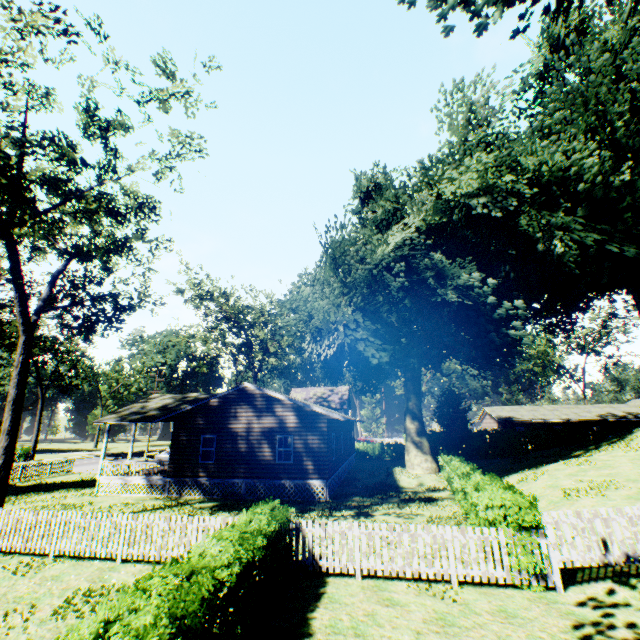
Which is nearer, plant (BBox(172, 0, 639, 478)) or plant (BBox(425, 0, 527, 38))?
plant (BBox(425, 0, 527, 38))

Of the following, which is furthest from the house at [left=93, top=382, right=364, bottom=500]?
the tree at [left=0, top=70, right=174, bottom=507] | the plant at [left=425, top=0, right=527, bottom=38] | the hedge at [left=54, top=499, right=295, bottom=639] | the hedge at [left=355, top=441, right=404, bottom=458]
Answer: the hedge at [left=54, top=499, right=295, bottom=639]

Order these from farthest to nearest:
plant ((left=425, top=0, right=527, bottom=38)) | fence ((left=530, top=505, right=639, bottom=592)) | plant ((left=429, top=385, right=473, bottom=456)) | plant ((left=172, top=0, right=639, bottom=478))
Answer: plant ((left=429, top=385, right=473, bottom=456)) < plant ((left=172, top=0, right=639, bottom=478)) < fence ((left=530, top=505, right=639, bottom=592)) < plant ((left=425, top=0, right=527, bottom=38))

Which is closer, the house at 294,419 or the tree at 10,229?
the tree at 10,229

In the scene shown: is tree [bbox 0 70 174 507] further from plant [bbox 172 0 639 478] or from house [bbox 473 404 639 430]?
house [bbox 473 404 639 430]

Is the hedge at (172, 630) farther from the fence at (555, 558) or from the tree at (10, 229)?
the tree at (10, 229)

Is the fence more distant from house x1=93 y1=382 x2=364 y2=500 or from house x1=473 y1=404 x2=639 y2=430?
house x1=473 y1=404 x2=639 y2=430

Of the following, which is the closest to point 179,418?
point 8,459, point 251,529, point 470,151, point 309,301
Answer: point 8,459
